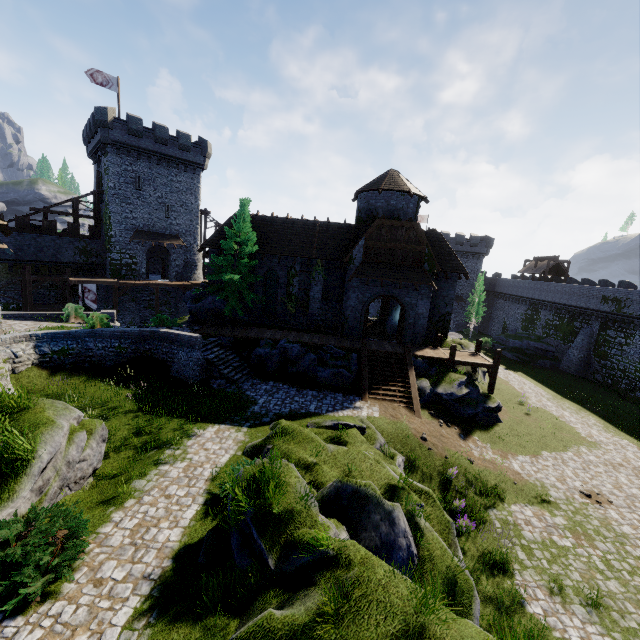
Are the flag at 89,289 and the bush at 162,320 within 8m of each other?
no

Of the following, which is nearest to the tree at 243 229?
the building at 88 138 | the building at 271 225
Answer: the building at 271 225

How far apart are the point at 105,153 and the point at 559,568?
46.69m

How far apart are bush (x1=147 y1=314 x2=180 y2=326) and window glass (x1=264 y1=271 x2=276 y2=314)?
7.27m

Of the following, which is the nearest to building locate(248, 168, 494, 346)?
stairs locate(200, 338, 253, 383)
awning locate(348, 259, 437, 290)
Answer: awning locate(348, 259, 437, 290)

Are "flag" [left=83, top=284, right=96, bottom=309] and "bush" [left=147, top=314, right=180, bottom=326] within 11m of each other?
no

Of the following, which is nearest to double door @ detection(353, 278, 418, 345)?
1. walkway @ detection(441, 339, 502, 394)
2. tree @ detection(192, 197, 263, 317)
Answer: walkway @ detection(441, 339, 502, 394)

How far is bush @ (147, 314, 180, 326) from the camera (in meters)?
25.25
